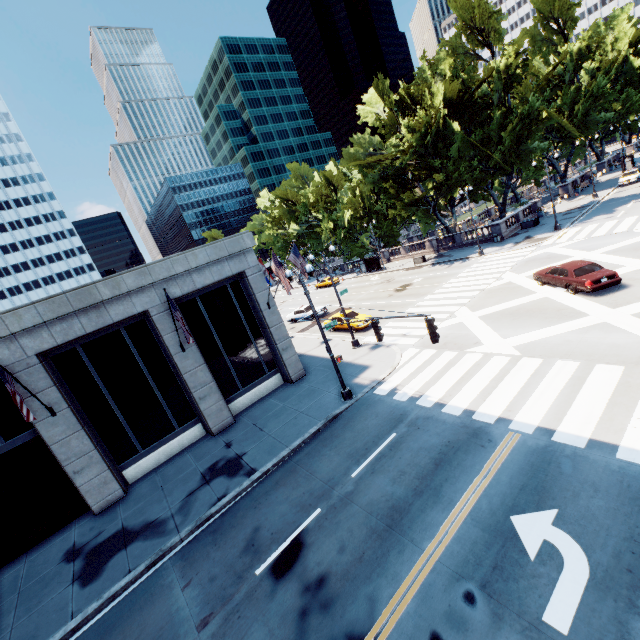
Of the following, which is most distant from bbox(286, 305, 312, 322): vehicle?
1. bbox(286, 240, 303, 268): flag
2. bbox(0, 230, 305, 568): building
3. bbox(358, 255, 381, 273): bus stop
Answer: bbox(358, 255, 381, 273): bus stop

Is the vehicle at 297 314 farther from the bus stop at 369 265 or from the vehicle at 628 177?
the vehicle at 628 177

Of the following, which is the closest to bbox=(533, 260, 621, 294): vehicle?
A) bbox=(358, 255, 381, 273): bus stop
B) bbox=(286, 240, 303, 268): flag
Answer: bbox=(286, 240, 303, 268): flag

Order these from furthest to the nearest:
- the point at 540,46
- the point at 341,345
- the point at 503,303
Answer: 1. the point at 540,46
2. the point at 341,345
3. the point at 503,303

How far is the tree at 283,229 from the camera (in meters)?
57.57

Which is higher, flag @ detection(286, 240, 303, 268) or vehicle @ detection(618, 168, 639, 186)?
flag @ detection(286, 240, 303, 268)

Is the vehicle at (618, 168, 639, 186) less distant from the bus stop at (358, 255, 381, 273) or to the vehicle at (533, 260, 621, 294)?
the bus stop at (358, 255, 381, 273)

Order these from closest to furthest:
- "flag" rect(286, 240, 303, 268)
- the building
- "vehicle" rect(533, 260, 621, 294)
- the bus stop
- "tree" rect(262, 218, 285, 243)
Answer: the building, "vehicle" rect(533, 260, 621, 294), "flag" rect(286, 240, 303, 268), the bus stop, "tree" rect(262, 218, 285, 243)
